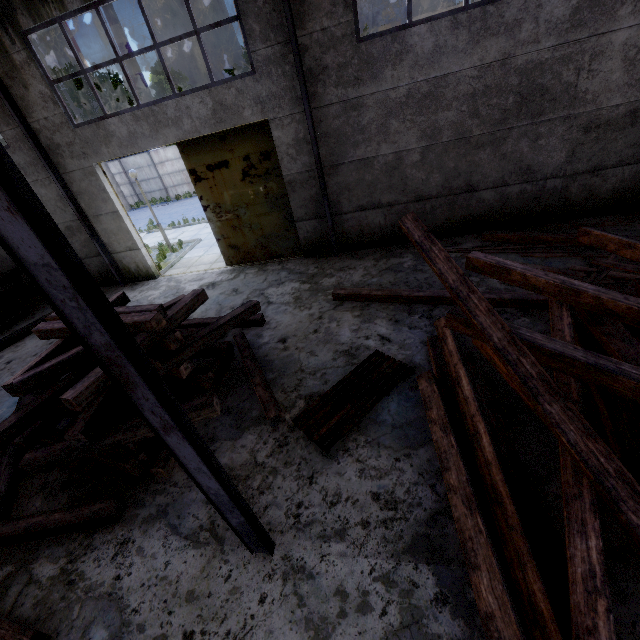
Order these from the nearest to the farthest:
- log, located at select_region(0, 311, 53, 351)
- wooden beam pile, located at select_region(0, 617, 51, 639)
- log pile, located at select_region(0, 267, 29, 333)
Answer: wooden beam pile, located at select_region(0, 617, 51, 639), log, located at select_region(0, 311, 53, 351), log pile, located at select_region(0, 267, 29, 333)

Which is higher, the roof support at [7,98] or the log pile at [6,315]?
the roof support at [7,98]

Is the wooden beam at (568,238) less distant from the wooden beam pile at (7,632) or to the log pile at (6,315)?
the wooden beam pile at (7,632)

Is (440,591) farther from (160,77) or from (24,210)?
(160,77)

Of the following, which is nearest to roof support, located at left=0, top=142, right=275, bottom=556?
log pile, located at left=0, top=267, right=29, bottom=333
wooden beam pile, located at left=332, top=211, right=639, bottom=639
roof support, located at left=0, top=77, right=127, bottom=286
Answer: wooden beam pile, located at left=332, top=211, right=639, bottom=639

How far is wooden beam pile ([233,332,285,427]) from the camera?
5.0m

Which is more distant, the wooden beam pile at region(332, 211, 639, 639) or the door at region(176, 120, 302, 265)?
the door at region(176, 120, 302, 265)

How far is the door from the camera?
8.79m
